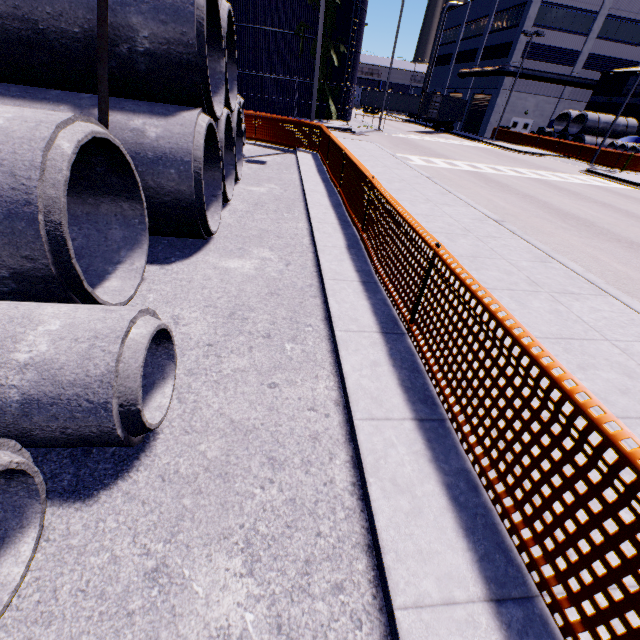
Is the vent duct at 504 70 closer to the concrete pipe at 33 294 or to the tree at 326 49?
the tree at 326 49

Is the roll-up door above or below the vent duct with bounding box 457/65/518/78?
below

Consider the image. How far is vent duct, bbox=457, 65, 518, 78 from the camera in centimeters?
3612cm

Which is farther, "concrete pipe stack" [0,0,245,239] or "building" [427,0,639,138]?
"building" [427,0,639,138]

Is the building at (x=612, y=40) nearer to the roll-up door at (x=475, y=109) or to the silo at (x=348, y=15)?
the roll-up door at (x=475, y=109)

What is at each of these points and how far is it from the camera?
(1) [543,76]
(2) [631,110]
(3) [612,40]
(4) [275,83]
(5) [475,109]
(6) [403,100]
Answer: (1) vent duct, 36.6m
(2) building, 32.7m
(3) building, 36.4m
(4) silo, 28.5m
(5) roll-up door, 43.8m
(6) semi trailer, 51.2m

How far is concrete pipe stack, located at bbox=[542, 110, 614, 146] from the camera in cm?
2997

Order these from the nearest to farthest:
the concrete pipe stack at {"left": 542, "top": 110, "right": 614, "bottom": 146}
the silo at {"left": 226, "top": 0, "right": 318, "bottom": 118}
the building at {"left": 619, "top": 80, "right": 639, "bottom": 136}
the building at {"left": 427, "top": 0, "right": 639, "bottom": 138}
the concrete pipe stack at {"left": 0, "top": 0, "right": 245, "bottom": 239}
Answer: the concrete pipe stack at {"left": 0, "top": 0, "right": 245, "bottom": 239}, the silo at {"left": 226, "top": 0, "right": 318, "bottom": 118}, the concrete pipe stack at {"left": 542, "top": 110, "right": 614, "bottom": 146}, the building at {"left": 619, "top": 80, "right": 639, "bottom": 136}, the building at {"left": 427, "top": 0, "right": 639, "bottom": 138}
